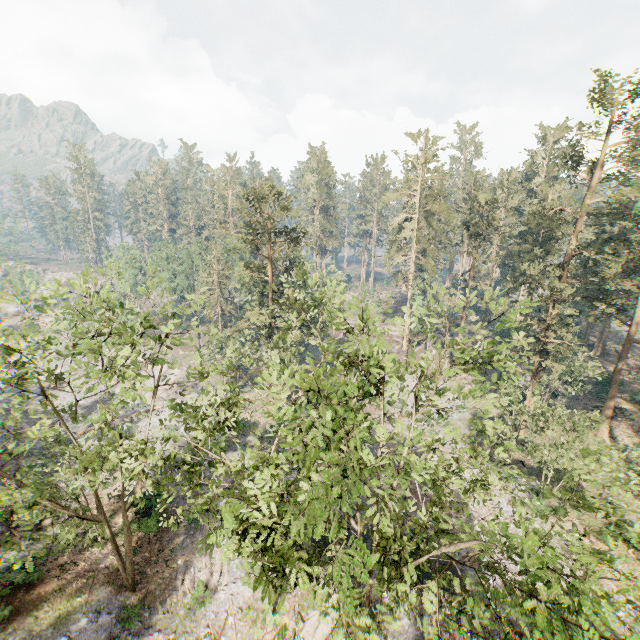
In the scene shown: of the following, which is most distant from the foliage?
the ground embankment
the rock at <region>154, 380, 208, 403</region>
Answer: the rock at <region>154, 380, 208, 403</region>

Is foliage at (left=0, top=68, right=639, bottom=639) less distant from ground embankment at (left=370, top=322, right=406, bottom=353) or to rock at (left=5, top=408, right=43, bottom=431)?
ground embankment at (left=370, top=322, right=406, bottom=353)

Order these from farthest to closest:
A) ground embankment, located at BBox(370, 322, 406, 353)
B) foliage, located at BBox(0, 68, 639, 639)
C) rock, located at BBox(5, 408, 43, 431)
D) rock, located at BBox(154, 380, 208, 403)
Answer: ground embankment, located at BBox(370, 322, 406, 353) → rock, located at BBox(154, 380, 208, 403) → rock, located at BBox(5, 408, 43, 431) → foliage, located at BBox(0, 68, 639, 639)

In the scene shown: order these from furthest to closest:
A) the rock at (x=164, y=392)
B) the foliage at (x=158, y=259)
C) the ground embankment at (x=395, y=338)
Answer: the ground embankment at (x=395, y=338) < the rock at (x=164, y=392) < the foliage at (x=158, y=259)

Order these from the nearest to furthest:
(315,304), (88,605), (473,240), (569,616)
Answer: (569,616) < (315,304) < (88,605) < (473,240)

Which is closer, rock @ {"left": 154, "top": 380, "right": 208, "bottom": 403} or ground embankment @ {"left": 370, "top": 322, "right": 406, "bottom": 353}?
rock @ {"left": 154, "top": 380, "right": 208, "bottom": 403}

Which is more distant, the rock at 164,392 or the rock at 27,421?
the rock at 164,392
